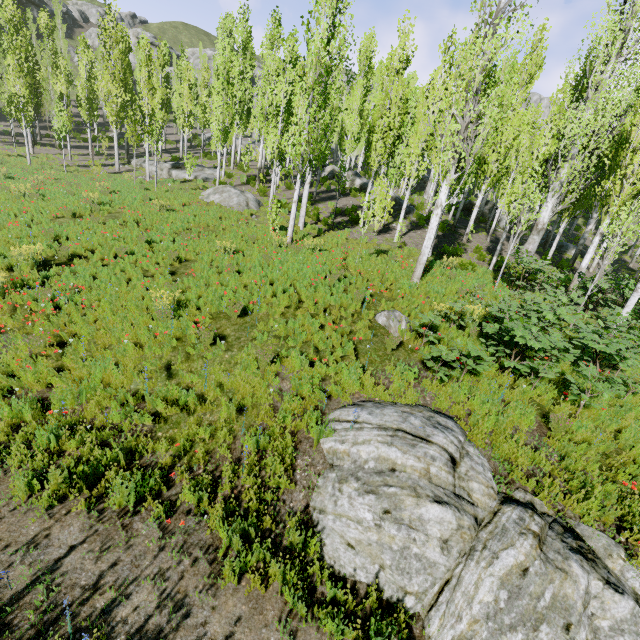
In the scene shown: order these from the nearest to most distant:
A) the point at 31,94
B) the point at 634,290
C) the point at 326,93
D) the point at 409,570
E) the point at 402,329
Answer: the point at 409,570 < the point at 402,329 < the point at 634,290 < the point at 31,94 < the point at 326,93

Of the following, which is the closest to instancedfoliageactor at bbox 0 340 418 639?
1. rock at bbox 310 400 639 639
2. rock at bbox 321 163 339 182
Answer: rock at bbox 321 163 339 182

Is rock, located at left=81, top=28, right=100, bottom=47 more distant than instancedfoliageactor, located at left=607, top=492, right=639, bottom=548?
Yes

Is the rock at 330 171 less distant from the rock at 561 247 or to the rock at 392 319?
the rock at 561 247

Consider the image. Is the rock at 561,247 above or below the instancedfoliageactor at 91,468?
above

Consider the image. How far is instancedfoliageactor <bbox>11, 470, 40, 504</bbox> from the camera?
4.7m

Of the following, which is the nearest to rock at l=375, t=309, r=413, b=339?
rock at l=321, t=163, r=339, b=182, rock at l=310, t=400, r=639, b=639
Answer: rock at l=310, t=400, r=639, b=639

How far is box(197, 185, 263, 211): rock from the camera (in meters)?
18.67
